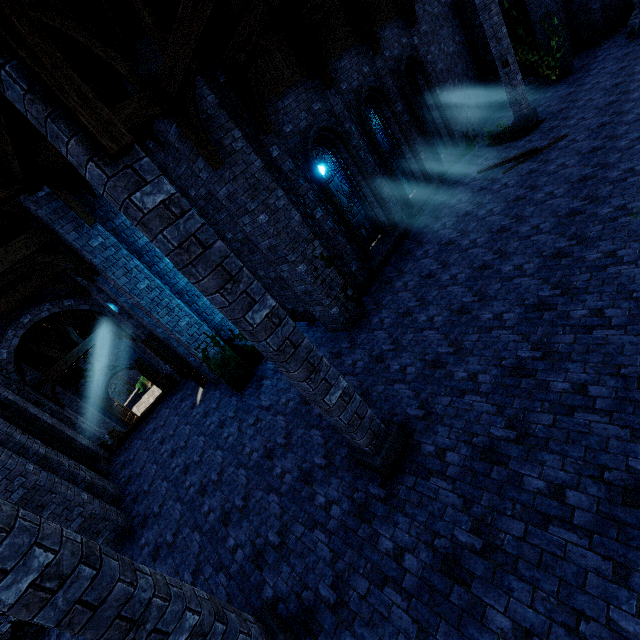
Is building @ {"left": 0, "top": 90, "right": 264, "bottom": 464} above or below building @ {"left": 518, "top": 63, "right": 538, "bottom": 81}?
above

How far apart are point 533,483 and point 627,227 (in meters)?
5.27

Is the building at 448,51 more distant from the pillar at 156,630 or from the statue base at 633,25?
the statue base at 633,25

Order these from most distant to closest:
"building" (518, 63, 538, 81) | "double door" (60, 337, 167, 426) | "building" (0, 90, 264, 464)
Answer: "double door" (60, 337, 167, 426), "building" (518, 63, 538, 81), "building" (0, 90, 264, 464)

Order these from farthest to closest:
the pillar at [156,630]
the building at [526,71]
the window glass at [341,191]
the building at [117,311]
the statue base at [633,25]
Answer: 1. the building at [526,71]
2. the statue base at [633,25]
3. the window glass at [341,191]
4. the building at [117,311]
5. the pillar at [156,630]

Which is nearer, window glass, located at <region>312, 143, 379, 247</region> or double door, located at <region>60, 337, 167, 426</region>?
window glass, located at <region>312, 143, 379, 247</region>

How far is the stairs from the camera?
13.40m

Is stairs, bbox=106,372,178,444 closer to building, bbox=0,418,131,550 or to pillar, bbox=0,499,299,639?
building, bbox=0,418,131,550
